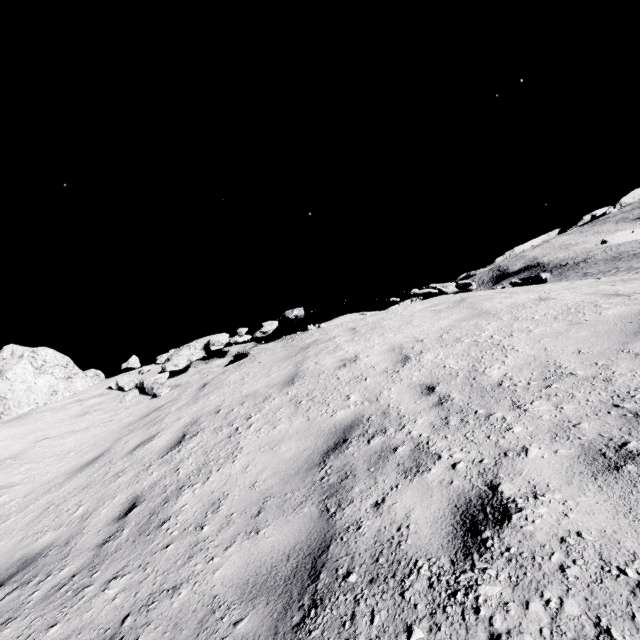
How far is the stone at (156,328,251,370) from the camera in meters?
10.8 m

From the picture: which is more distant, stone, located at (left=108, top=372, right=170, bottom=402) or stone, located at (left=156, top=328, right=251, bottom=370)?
stone, located at (left=156, top=328, right=251, bottom=370)

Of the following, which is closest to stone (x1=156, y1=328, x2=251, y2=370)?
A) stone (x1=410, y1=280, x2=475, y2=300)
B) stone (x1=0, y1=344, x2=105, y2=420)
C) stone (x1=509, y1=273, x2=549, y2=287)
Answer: stone (x1=0, y1=344, x2=105, y2=420)

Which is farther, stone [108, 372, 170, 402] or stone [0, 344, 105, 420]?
stone [0, 344, 105, 420]

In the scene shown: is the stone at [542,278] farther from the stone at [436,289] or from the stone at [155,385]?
the stone at [155,385]

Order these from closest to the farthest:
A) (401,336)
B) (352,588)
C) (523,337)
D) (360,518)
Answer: (352,588)
(360,518)
(523,337)
(401,336)

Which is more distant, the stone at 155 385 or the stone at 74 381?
the stone at 74 381

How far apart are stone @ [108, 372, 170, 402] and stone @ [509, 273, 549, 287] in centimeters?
1039cm
